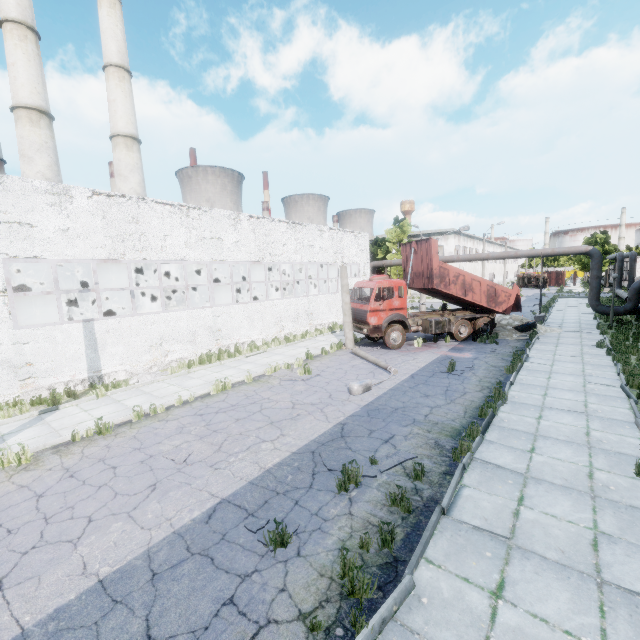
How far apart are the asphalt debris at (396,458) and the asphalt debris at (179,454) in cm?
385

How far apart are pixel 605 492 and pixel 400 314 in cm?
1168

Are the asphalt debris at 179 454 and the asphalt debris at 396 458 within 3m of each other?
no

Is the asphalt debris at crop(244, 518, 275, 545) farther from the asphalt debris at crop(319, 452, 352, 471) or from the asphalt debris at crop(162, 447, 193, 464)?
Result: the asphalt debris at crop(162, 447, 193, 464)

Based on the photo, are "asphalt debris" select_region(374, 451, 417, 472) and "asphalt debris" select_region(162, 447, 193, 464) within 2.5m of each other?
no

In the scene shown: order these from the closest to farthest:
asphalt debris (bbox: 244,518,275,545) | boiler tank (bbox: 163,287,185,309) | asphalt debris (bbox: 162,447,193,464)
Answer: asphalt debris (bbox: 244,518,275,545) → asphalt debris (bbox: 162,447,193,464) → boiler tank (bbox: 163,287,185,309)

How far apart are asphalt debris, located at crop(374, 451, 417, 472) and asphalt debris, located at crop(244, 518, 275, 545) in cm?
157

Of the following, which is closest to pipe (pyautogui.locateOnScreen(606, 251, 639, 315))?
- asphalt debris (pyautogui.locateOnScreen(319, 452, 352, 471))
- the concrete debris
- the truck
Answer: the concrete debris
